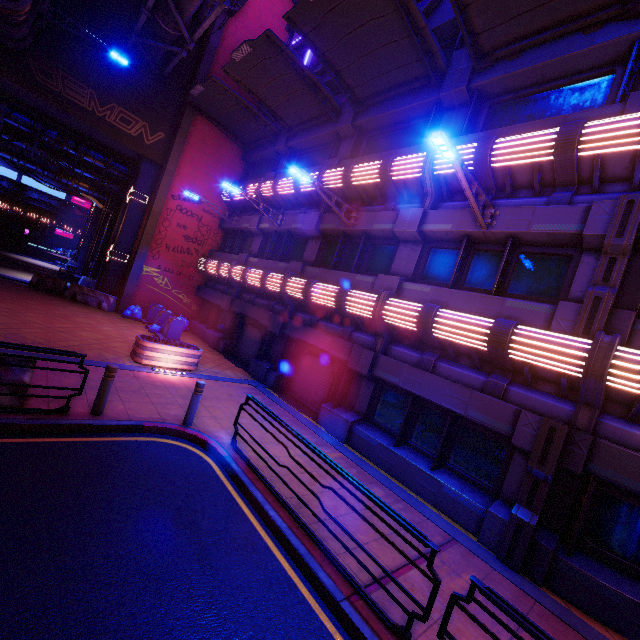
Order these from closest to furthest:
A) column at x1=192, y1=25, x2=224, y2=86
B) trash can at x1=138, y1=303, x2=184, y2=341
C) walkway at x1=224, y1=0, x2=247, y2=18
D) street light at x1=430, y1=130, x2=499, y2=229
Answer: street light at x1=430, y1=130, x2=499, y2=229 → trash can at x1=138, y1=303, x2=184, y2=341 → walkway at x1=224, y1=0, x2=247, y2=18 → column at x1=192, y1=25, x2=224, y2=86

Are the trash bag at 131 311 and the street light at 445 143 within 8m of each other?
no

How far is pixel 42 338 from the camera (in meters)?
10.13

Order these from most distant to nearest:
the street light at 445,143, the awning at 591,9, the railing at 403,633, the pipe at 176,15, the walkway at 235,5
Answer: the walkway at 235,5, the pipe at 176,15, the awning at 591,9, the street light at 445,143, the railing at 403,633

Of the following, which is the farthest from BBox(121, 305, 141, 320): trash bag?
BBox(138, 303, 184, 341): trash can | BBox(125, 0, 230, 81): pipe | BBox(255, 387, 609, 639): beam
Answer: BBox(125, 0, 230, 81): pipe

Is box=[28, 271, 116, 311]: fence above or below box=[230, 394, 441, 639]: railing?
above

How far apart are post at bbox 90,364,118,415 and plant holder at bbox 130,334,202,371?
4.0 meters

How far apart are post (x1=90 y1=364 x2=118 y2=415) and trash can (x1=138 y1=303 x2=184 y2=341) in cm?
1058
